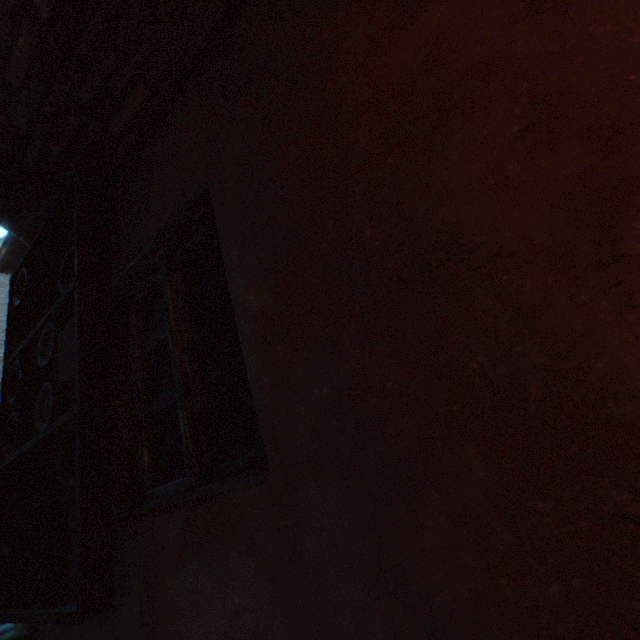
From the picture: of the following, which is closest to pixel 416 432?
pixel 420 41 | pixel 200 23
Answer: pixel 420 41

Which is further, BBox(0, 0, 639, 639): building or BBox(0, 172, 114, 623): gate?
BBox(0, 172, 114, 623): gate

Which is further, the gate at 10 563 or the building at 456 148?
the gate at 10 563
